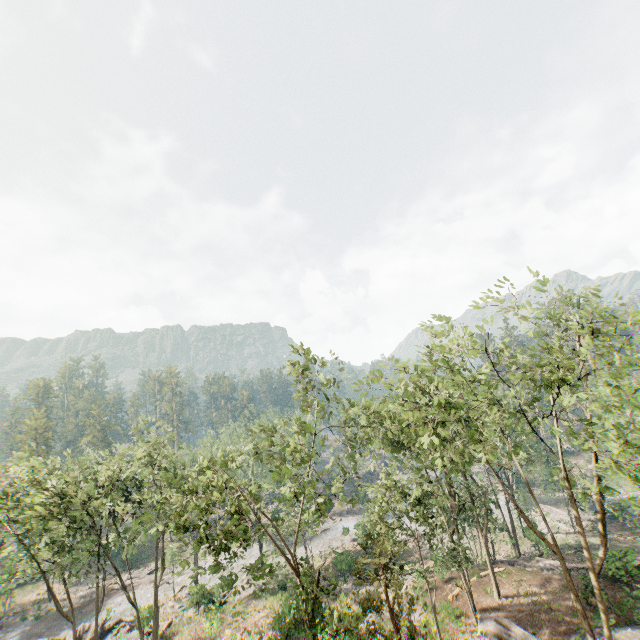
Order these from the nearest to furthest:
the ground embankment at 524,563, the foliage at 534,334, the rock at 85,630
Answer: the foliage at 534,334
the ground embankment at 524,563
the rock at 85,630

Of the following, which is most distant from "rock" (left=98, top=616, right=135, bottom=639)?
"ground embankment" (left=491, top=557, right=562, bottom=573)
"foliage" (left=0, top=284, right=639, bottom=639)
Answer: "ground embankment" (left=491, top=557, right=562, bottom=573)

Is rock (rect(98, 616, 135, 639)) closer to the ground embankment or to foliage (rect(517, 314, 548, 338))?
foliage (rect(517, 314, 548, 338))

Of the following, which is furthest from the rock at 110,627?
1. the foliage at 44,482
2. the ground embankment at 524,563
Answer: the ground embankment at 524,563

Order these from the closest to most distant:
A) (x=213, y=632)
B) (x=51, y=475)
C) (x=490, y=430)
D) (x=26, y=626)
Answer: (x=490, y=430)
(x=51, y=475)
(x=213, y=632)
(x=26, y=626)
